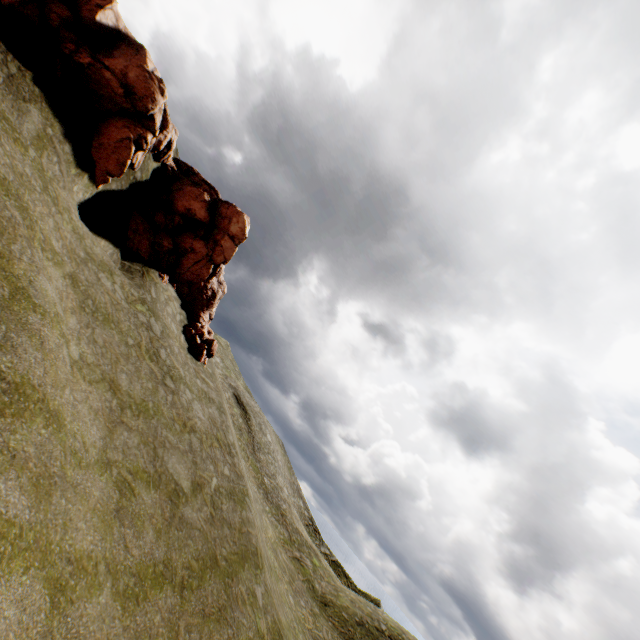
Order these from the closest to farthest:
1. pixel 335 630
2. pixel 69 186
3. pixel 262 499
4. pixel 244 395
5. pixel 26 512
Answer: pixel 26 512 → pixel 69 186 → pixel 335 630 → pixel 262 499 → pixel 244 395

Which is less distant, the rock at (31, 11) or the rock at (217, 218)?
the rock at (31, 11)

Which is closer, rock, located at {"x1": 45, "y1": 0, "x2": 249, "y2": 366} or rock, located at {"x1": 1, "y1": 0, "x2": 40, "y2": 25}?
rock, located at {"x1": 1, "y1": 0, "x2": 40, "y2": 25}
